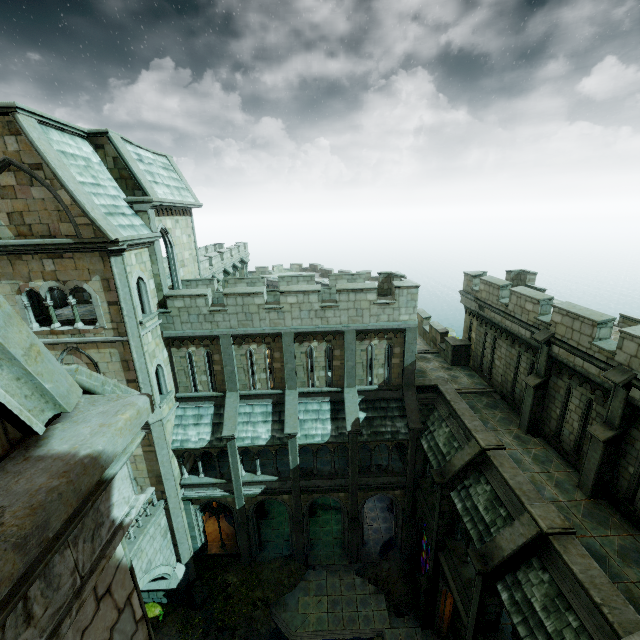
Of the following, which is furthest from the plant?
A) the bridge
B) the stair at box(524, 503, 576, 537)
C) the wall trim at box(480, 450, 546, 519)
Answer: the stair at box(524, 503, 576, 537)

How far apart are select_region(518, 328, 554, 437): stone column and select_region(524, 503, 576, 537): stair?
4.7m

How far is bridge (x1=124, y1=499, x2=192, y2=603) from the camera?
14.17m

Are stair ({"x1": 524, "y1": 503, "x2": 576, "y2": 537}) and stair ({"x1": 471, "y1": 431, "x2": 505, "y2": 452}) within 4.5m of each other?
yes

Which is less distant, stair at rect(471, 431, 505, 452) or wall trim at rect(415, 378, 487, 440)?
stair at rect(471, 431, 505, 452)

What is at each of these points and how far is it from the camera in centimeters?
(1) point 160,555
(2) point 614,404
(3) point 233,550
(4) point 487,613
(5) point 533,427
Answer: (1) bridge, 1592cm
(2) stone column, 1038cm
(3) wall trim, 1950cm
(4) stone column, 1062cm
(5) stone column, 1441cm

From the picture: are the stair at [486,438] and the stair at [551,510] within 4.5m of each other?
yes

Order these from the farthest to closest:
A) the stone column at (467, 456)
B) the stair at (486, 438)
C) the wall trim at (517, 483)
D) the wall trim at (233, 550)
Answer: the wall trim at (233, 550), the stone column at (467, 456), the stair at (486, 438), the wall trim at (517, 483)
